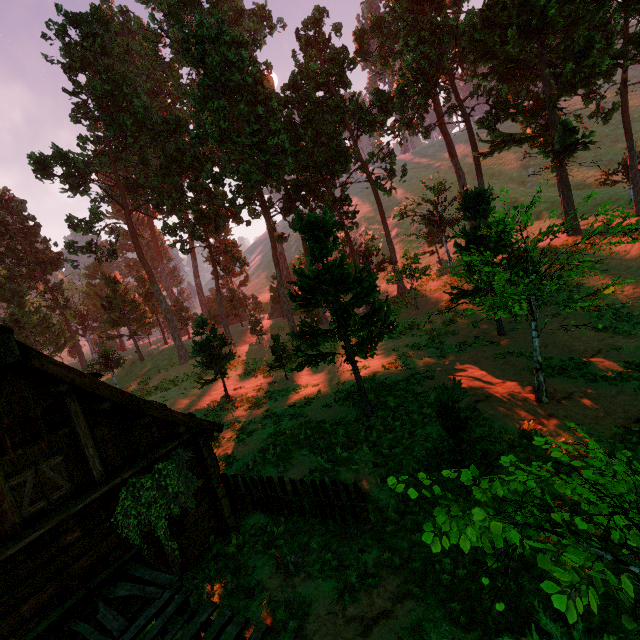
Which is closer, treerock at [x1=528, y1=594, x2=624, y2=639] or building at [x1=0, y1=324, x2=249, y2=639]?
treerock at [x1=528, y1=594, x2=624, y2=639]

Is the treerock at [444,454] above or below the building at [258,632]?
above

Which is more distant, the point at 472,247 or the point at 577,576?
the point at 472,247

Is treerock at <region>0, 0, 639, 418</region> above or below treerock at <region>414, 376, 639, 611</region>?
above

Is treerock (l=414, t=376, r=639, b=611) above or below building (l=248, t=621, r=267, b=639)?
above

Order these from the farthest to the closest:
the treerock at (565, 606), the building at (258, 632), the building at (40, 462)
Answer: the building at (40, 462)
the building at (258, 632)
the treerock at (565, 606)

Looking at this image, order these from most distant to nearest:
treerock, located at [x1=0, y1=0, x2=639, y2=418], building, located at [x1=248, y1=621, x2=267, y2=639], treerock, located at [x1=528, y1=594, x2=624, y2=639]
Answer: treerock, located at [x1=0, y1=0, x2=639, y2=418] → building, located at [x1=248, y1=621, x2=267, y2=639] → treerock, located at [x1=528, y1=594, x2=624, y2=639]
